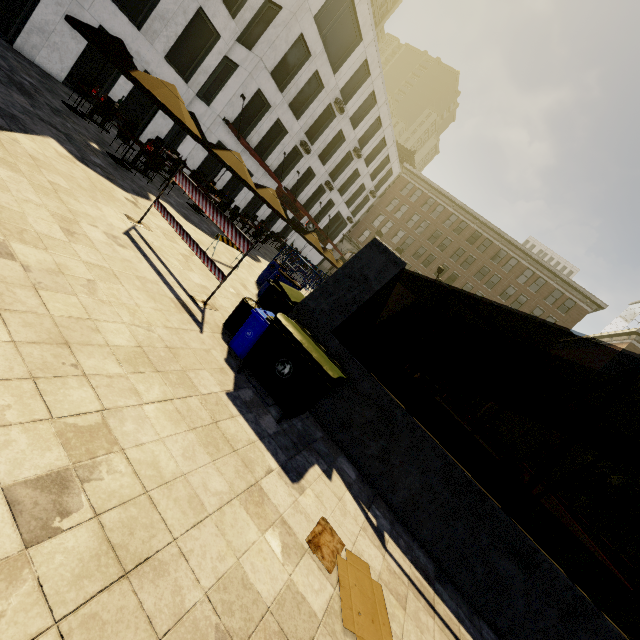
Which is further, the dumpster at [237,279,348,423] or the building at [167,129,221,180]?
the building at [167,129,221,180]

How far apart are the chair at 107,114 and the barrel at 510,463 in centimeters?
2653cm

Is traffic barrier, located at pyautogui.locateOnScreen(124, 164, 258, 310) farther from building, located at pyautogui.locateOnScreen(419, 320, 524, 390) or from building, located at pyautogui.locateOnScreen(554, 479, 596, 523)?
building, located at pyautogui.locateOnScreen(554, 479, 596, 523)

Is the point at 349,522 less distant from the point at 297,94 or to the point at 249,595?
the point at 249,595

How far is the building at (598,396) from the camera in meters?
36.3 m

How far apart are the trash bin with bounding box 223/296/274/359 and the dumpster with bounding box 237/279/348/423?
0.09m

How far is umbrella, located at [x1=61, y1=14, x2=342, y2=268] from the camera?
8.9m

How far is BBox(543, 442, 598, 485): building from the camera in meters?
36.3 m
